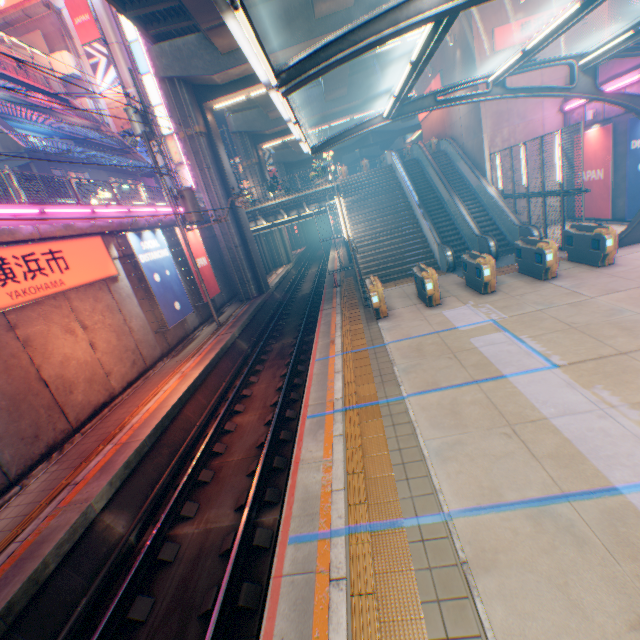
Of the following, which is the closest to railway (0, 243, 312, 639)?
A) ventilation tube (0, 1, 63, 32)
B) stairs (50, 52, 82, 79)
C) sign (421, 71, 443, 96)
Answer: sign (421, 71, 443, 96)

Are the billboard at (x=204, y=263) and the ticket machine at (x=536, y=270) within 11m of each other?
no

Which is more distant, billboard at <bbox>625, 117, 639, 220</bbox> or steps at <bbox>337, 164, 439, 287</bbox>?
steps at <bbox>337, 164, 439, 287</bbox>

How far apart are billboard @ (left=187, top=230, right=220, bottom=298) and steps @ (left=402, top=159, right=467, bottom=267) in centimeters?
1335cm

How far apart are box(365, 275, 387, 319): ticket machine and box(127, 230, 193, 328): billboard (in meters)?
8.96

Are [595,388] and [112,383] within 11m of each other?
no

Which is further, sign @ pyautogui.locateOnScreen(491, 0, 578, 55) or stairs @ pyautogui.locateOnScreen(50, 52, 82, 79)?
stairs @ pyautogui.locateOnScreen(50, 52, 82, 79)

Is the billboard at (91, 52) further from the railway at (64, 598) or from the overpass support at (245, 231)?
the railway at (64, 598)
